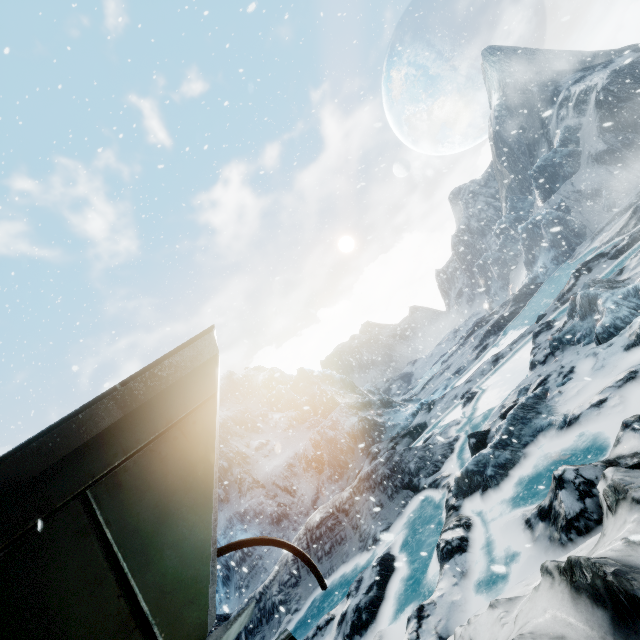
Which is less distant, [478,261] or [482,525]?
[482,525]
